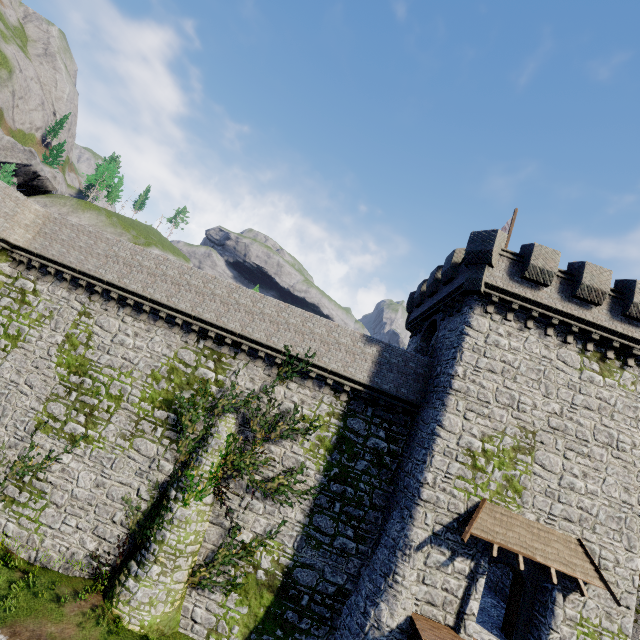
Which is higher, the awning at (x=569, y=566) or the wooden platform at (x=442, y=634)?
the awning at (x=569, y=566)

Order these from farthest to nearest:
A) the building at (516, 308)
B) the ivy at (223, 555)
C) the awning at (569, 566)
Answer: the ivy at (223, 555), the building at (516, 308), the awning at (569, 566)

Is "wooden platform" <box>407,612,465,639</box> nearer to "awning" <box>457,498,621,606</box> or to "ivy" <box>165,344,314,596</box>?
"awning" <box>457,498,621,606</box>

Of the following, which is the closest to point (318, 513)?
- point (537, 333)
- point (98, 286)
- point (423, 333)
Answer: point (423, 333)

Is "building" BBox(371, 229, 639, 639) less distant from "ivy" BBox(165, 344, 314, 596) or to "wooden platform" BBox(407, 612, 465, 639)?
"wooden platform" BBox(407, 612, 465, 639)

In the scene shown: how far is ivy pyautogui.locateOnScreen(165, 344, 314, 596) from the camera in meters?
15.3

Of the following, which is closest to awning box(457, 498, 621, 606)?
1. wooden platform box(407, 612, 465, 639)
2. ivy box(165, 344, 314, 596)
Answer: wooden platform box(407, 612, 465, 639)

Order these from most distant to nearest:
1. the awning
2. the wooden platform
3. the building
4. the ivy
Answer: the ivy < the building < the awning < the wooden platform
